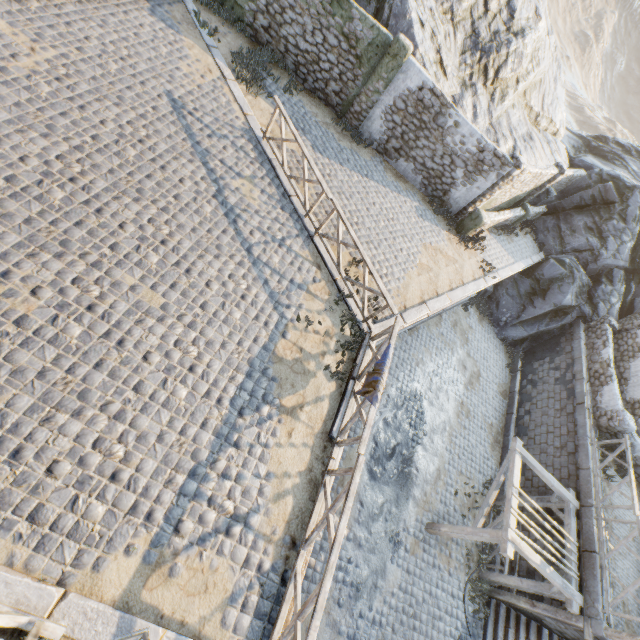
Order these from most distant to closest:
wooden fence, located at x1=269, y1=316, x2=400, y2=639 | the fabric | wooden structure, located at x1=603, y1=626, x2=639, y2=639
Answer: wooden structure, located at x1=603, y1=626, x2=639, y2=639
the fabric
wooden fence, located at x1=269, y1=316, x2=400, y2=639

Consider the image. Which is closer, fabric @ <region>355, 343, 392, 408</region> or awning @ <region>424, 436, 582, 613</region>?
fabric @ <region>355, 343, 392, 408</region>

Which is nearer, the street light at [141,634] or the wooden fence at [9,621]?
the street light at [141,634]

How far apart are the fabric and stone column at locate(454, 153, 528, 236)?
9.0 meters

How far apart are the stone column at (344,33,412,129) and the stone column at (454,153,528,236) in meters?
5.1

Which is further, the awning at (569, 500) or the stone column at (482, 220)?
the stone column at (482, 220)

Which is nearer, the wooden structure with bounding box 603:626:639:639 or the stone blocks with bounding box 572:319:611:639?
the wooden structure with bounding box 603:626:639:639

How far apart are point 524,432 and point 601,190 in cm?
1425
